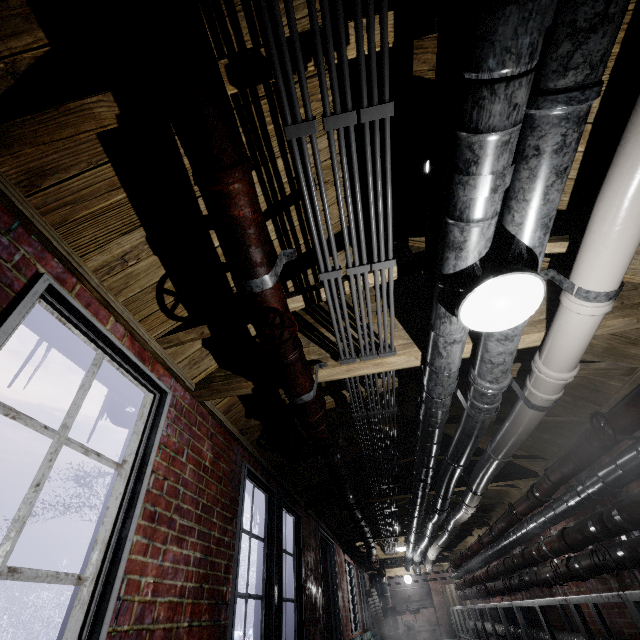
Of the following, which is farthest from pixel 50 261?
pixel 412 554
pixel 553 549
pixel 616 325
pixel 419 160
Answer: pixel 412 554

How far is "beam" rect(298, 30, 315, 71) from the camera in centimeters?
103cm

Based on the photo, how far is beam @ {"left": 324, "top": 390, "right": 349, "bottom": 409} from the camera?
2.7m

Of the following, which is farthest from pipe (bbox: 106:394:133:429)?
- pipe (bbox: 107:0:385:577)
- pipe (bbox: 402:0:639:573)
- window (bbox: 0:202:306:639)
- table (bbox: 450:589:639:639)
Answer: table (bbox: 450:589:639:639)

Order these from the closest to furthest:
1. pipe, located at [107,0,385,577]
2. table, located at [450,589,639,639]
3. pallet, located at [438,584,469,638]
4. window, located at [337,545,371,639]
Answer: pipe, located at [107,0,385,577], table, located at [450,589,639,639], window, located at [337,545,371,639], pallet, located at [438,584,469,638]

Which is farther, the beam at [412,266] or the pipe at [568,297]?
the beam at [412,266]

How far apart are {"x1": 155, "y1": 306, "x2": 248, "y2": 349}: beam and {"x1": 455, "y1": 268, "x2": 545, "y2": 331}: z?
0.5 meters

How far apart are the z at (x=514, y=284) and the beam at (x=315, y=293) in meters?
0.5 m
